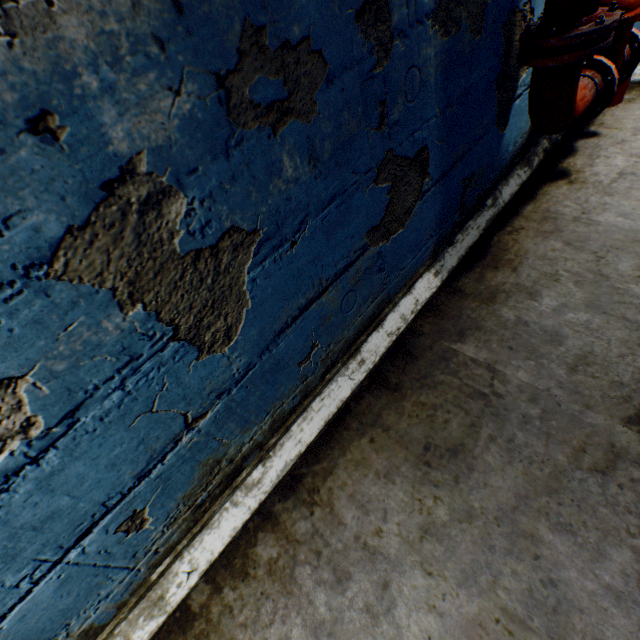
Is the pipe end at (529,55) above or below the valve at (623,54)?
above

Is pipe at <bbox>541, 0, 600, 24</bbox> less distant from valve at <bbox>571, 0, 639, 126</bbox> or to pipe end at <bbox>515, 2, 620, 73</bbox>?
pipe end at <bbox>515, 2, 620, 73</bbox>

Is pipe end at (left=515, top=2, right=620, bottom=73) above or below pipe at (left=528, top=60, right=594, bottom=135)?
above

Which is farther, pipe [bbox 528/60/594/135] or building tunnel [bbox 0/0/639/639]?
pipe [bbox 528/60/594/135]

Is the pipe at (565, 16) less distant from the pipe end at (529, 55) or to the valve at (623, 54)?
the pipe end at (529, 55)

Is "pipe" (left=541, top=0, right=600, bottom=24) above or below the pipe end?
above

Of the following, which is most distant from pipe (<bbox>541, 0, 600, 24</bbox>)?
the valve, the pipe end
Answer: the valve

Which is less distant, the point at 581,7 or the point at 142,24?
the point at 142,24
